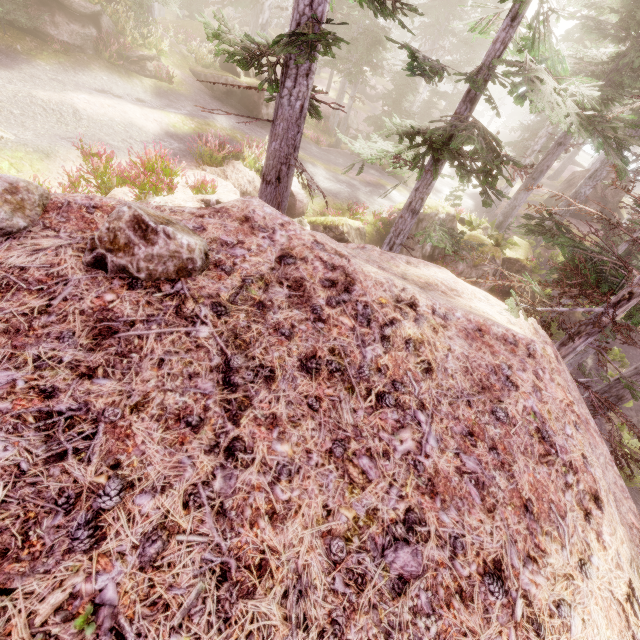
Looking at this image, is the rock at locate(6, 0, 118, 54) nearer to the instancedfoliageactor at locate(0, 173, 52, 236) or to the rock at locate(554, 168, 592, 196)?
the instancedfoliageactor at locate(0, 173, 52, 236)

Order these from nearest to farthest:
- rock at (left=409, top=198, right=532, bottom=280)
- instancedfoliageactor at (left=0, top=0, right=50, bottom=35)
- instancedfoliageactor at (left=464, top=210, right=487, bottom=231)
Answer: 1. instancedfoliageactor at (left=0, top=0, right=50, bottom=35)
2. rock at (left=409, top=198, right=532, bottom=280)
3. instancedfoliageactor at (left=464, top=210, right=487, bottom=231)

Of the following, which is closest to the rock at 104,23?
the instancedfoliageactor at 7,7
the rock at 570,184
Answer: the instancedfoliageactor at 7,7

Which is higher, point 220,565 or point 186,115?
point 220,565

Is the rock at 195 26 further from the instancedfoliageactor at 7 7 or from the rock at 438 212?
the rock at 438 212

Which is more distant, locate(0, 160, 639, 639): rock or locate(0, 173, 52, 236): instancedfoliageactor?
locate(0, 173, 52, 236): instancedfoliageactor

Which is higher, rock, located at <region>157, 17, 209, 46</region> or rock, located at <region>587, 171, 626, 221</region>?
rock, located at <region>157, 17, 209, 46</region>
